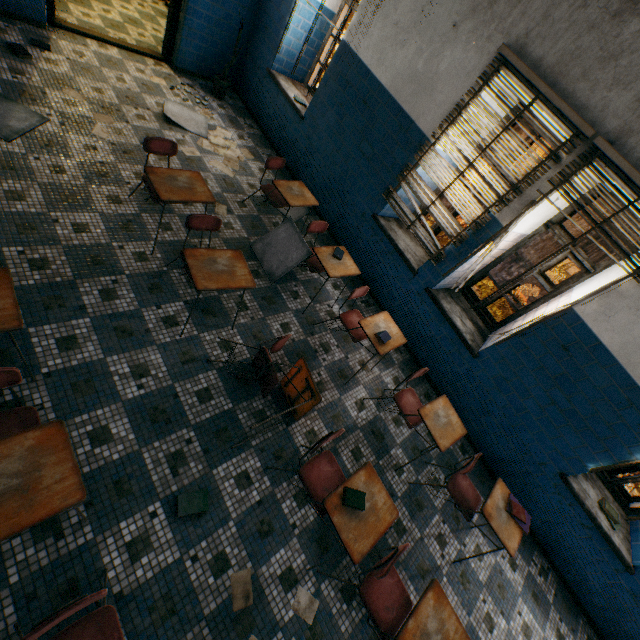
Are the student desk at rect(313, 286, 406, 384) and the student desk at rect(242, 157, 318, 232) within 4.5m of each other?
yes

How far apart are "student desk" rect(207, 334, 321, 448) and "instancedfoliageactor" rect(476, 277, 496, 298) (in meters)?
9.37

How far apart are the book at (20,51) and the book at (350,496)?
6.0 meters

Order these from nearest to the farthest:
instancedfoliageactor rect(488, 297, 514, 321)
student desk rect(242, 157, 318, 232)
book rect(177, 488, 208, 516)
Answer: book rect(177, 488, 208, 516), student desk rect(242, 157, 318, 232), instancedfoliageactor rect(488, 297, 514, 321)

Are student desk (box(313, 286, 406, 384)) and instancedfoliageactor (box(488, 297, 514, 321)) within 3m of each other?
no

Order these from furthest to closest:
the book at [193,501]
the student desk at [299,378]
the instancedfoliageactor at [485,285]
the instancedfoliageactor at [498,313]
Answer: the instancedfoliageactor at [485,285]
the instancedfoliageactor at [498,313]
the student desk at [299,378]
the book at [193,501]

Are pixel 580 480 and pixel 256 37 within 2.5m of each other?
no

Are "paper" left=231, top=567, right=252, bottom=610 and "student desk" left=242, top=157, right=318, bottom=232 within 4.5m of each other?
yes
